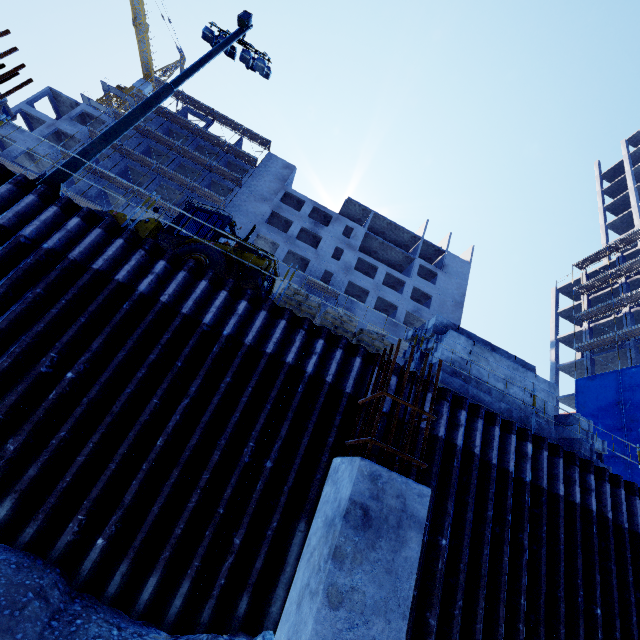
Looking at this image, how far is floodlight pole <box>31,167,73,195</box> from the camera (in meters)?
7.86

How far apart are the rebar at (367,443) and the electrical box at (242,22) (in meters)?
15.46

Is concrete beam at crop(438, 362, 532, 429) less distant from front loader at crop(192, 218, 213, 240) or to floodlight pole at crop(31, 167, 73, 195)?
front loader at crop(192, 218, 213, 240)

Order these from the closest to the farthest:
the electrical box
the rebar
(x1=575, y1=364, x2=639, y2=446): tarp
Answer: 1. the rebar
2. the electrical box
3. (x1=575, y1=364, x2=639, y2=446): tarp

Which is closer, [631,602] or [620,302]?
[631,602]

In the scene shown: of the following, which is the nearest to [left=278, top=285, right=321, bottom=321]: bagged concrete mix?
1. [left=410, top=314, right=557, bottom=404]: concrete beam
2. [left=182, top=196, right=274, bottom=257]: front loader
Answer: [left=182, top=196, right=274, bottom=257]: front loader

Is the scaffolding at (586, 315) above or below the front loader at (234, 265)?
above

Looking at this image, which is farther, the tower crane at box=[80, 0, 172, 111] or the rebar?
the tower crane at box=[80, 0, 172, 111]
